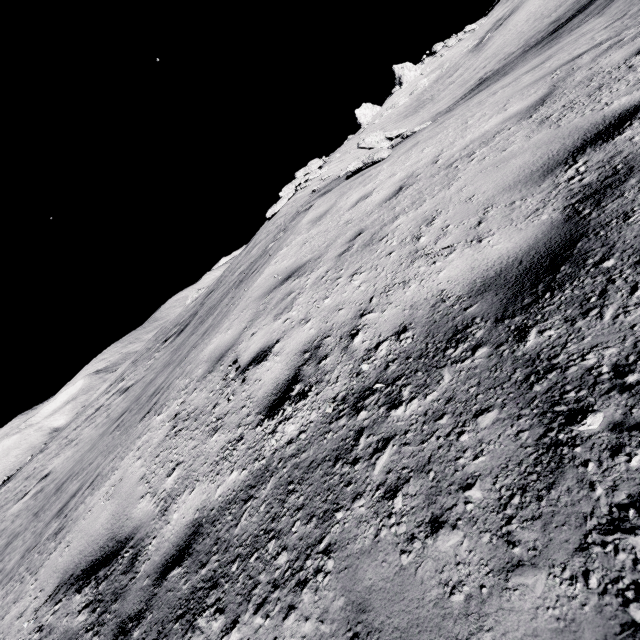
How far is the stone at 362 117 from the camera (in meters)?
38.06

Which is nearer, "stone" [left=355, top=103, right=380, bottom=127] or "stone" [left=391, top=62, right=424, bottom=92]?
"stone" [left=355, top=103, right=380, bottom=127]

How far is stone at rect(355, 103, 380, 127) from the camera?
38.1m

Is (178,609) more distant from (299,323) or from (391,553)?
(299,323)

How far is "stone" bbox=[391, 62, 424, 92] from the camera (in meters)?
38.59

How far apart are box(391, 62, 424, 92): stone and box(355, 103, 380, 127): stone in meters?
2.7 m

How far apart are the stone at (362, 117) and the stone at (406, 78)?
2.7m
